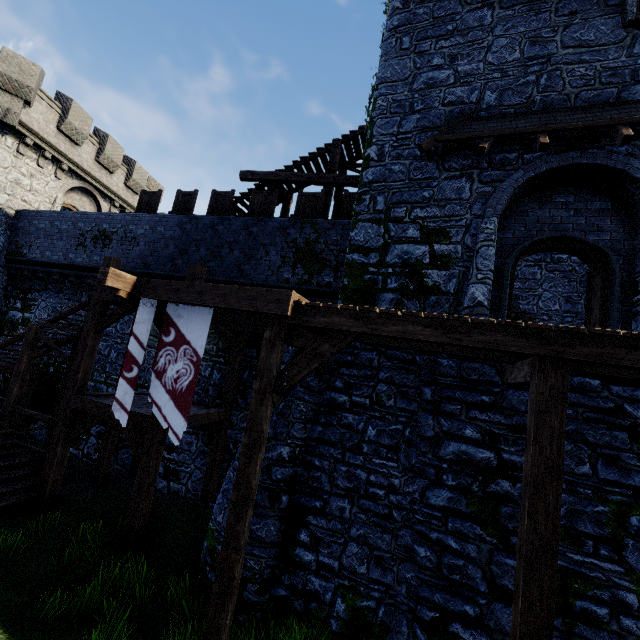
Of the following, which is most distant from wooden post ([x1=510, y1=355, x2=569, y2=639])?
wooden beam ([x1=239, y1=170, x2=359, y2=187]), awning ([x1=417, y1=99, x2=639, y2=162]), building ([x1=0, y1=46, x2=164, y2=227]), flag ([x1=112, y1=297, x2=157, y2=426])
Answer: building ([x1=0, y1=46, x2=164, y2=227])

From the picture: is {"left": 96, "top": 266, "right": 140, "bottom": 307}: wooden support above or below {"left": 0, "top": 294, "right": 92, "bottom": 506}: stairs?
above

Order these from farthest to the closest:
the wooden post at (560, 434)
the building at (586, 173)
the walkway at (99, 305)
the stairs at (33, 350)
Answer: the stairs at (33, 350) < the walkway at (99, 305) < the building at (586, 173) < the wooden post at (560, 434)

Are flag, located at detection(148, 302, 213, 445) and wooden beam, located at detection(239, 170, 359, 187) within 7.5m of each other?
no

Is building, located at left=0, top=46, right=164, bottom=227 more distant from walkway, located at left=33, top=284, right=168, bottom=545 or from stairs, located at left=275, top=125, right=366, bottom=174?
walkway, located at left=33, top=284, right=168, bottom=545

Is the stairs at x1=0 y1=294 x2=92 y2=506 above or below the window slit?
below

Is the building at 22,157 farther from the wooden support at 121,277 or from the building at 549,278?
the building at 549,278

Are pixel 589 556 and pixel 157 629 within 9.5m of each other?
yes
